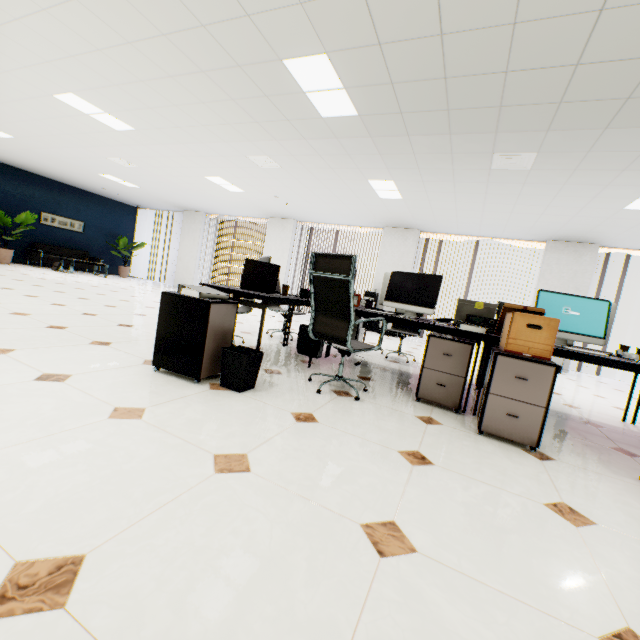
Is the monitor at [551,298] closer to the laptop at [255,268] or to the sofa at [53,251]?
the laptop at [255,268]

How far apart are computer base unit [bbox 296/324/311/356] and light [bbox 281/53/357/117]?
2.65m

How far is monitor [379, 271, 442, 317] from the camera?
3.5 meters

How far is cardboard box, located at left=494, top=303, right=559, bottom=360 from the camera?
2.2 meters

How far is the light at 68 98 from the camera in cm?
470

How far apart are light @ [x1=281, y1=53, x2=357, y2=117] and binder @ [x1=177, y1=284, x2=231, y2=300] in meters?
2.4

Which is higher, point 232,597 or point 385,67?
point 385,67

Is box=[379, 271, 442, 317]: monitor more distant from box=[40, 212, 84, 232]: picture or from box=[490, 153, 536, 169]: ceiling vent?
box=[40, 212, 84, 232]: picture
